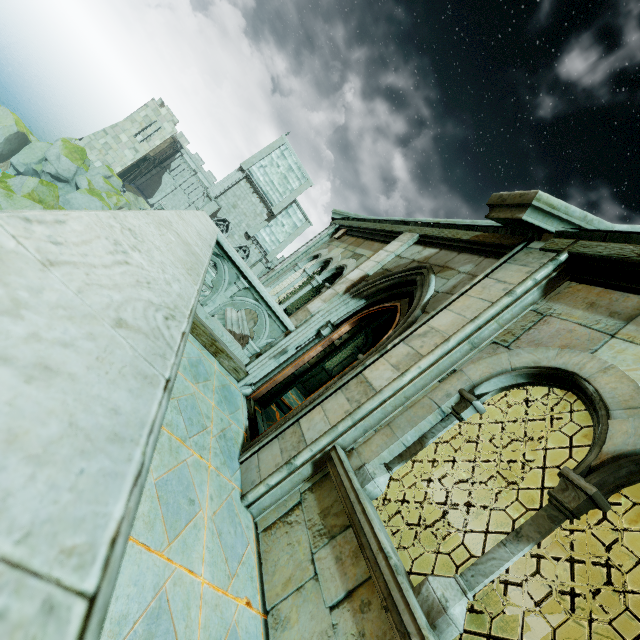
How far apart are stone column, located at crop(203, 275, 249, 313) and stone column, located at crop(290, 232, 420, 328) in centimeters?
101cm

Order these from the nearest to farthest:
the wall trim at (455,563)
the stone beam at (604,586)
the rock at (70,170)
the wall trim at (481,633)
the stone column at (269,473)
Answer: the stone column at (269,473), the wall trim at (481,633), the wall trim at (455,563), the stone beam at (604,586), the rock at (70,170)

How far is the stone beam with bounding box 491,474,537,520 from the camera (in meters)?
12.36

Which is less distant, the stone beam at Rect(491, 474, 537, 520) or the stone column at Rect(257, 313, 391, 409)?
the stone column at Rect(257, 313, 391, 409)

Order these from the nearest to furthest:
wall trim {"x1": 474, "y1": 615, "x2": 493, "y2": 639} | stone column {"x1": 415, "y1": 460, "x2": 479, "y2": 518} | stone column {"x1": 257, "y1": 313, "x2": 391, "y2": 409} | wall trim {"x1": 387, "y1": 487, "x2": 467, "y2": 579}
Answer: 1. wall trim {"x1": 474, "y1": 615, "x2": 493, "y2": 639}
2. stone column {"x1": 257, "y1": 313, "x2": 391, "y2": 409}
3. wall trim {"x1": 387, "y1": 487, "x2": 467, "y2": 579}
4. stone column {"x1": 415, "y1": 460, "x2": 479, "y2": 518}

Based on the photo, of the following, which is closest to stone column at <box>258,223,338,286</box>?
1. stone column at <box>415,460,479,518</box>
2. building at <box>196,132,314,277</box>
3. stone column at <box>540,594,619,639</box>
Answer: building at <box>196,132,314,277</box>

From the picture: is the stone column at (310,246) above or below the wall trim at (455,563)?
above

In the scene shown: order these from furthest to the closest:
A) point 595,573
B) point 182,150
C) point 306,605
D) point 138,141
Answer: point 182,150 → point 138,141 → point 595,573 → point 306,605
